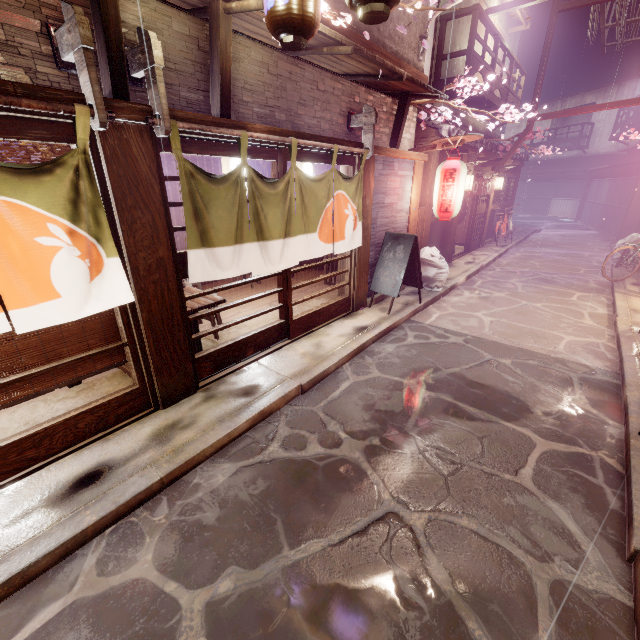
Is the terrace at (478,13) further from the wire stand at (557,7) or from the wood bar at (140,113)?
the wood bar at (140,113)

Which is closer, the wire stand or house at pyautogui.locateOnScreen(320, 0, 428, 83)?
house at pyautogui.locateOnScreen(320, 0, 428, 83)

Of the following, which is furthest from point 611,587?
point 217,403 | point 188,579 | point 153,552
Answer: point 217,403

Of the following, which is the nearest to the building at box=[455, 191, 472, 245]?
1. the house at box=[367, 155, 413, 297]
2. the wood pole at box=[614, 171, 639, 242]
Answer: the house at box=[367, 155, 413, 297]

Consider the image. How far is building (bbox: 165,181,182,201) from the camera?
12.8m

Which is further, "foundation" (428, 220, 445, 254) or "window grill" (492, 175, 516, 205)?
"window grill" (492, 175, 516, 205)

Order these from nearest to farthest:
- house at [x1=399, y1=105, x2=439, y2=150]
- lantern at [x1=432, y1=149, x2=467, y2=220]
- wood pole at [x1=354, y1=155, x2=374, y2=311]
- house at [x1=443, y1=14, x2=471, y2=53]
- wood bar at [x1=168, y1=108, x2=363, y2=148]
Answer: Result: wood bar at [x1=168, y1=108, x2=363, y2=148] < wood pole at [x1=354, y1=155, x2=374, y2=311] < lantern at [x1=432, y1=149, x2=467, y2=220] < house at [x1=399, y1=105, x2=439, y2=150] < house at [x1=443, y1=14, x2=471, y2=53]

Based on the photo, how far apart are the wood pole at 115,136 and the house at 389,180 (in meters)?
7.14
